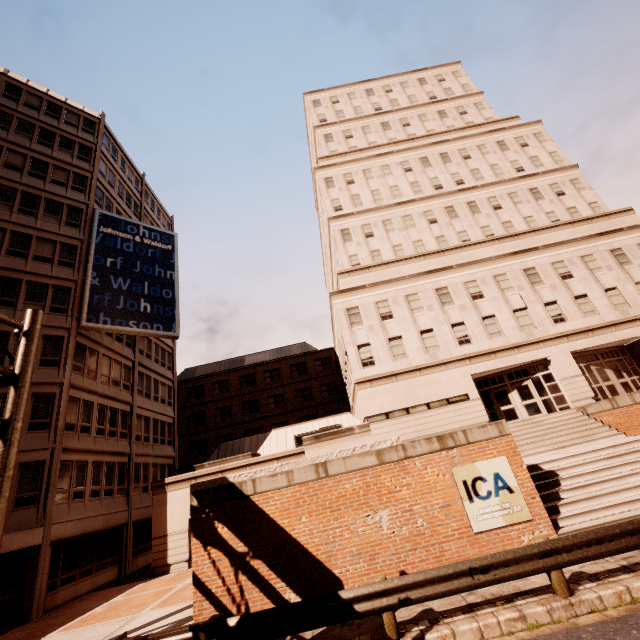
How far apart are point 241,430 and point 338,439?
31.81m

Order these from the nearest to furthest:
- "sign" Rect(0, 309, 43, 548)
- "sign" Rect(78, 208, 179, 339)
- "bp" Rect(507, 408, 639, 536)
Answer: "sign" Rect(0, 309, 43, 548) → "bp" Rect(507, 408, 639, 536) → "sign" Rect(78, 208, 179, 339)

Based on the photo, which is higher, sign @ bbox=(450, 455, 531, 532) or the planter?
the planter

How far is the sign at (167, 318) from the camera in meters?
22.9

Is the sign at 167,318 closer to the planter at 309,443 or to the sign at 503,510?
the planter at 309,443

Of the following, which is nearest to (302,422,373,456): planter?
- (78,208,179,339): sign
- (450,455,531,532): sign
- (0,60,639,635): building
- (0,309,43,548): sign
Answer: (450,455,531,532): sign

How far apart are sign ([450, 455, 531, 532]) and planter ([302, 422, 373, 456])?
2.55m

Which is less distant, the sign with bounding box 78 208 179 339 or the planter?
the planter
